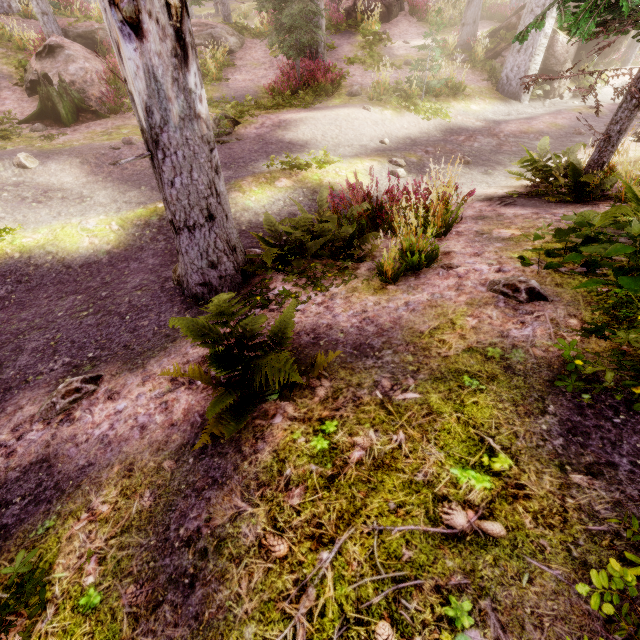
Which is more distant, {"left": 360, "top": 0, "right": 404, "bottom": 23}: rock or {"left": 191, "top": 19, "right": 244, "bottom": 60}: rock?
{"left": 360, "top": 0, "right": 404, "bottom": 23}: rock

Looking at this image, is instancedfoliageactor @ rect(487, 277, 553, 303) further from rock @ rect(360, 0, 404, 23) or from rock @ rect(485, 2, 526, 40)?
rock @ rect(360, 0, 404, 23)

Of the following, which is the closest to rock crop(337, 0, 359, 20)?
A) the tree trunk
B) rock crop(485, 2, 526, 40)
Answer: rock crop(485, 2, 526, 40)

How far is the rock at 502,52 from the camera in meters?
14.6 m

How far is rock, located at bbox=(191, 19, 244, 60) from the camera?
14.9m

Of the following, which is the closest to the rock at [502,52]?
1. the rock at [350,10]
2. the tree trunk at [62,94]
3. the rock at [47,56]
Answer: the rock at [350,10]

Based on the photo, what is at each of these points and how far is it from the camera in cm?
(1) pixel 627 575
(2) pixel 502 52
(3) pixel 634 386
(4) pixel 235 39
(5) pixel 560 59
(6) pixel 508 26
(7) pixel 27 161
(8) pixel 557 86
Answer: (1) instancedfoliageactor, 117
(2) rock, 1498
(3) instancedfoliageactor, 199
(4) rock, 1587
(5) rock, 1353
(6) rock, 1518
(7) instancedfoliageactor, 771
(8) rock, 1430

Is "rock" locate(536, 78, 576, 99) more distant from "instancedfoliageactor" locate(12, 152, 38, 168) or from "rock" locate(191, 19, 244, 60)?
"rock" locate(191, 19, 244, 60)
